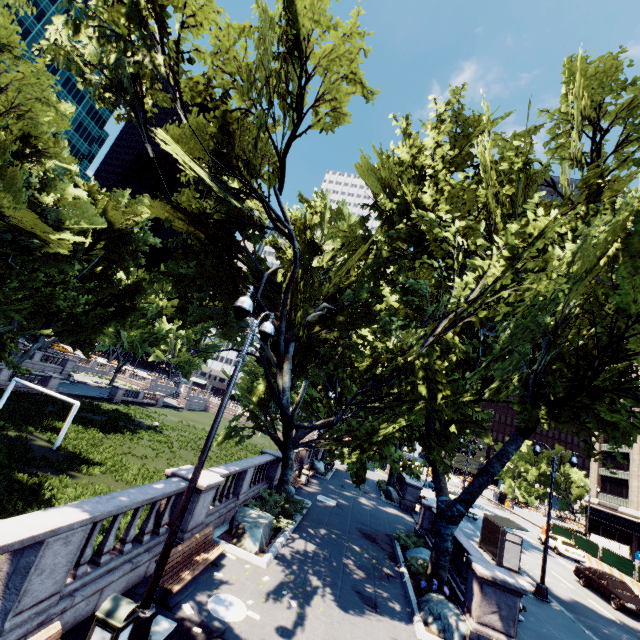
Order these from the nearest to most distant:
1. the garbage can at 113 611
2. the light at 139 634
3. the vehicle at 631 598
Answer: the garbage can at 113 611, the light at 139 634, the vehicle at 631 598

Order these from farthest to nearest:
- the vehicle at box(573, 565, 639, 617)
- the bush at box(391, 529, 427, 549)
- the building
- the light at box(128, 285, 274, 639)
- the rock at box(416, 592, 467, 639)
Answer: the building → the vehicle at box(573, 565, 639, 617) → the bush at box(391, 529, 427, 549) → the rock at box(416, 592, 467, 639) → the light at box(128, 285, 274, 639)

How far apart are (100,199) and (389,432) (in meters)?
41.07

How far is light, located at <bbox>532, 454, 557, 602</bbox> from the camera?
16.1 meters

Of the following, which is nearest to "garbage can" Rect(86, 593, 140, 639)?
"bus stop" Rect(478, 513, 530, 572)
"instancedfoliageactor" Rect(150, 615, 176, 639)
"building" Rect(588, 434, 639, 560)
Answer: "instancedfoliageactor" Rect(150, 615, 176, 639)

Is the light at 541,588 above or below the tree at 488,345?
below

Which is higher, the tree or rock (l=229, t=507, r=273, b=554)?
the tree

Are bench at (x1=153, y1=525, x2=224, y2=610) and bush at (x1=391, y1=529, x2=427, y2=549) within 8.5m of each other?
no
